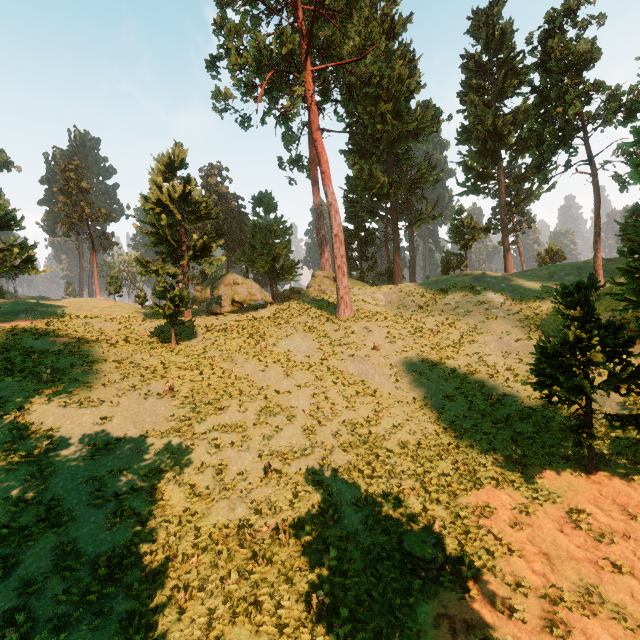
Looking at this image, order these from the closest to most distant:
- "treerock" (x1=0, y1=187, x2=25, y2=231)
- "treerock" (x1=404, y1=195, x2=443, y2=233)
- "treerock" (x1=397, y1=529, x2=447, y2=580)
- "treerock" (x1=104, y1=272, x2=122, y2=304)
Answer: "treerock" (x1=397, y1=529, x2=447, y2=580), "treerock" (x1=0, y1=187, x2=25, y2=231), "treerock" (x1=104, y1=272, x2=122, y2=304), "treerock" (x1=404, y1=195, x2=443, y2=233)

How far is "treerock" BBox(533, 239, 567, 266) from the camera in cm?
5188

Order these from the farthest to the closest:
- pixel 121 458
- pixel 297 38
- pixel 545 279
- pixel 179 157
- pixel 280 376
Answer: pixel 545 279, pixel 179 157, pixel 297 38, pixel 280 376, pixel 121 458

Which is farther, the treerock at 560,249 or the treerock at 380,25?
the treerock at 560,249

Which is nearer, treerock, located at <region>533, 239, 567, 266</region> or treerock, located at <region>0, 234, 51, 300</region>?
treerock, located at <region>0, 234, 51, 300</region>

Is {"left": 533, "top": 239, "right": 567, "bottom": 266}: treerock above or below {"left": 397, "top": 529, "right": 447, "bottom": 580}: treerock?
above

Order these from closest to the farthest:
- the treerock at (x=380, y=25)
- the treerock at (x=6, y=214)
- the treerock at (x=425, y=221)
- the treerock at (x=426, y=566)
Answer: the treerock at (x=426, y=566) → the treerock at (x=380, y=25) → the treerock at (x=6, y=214) → the treerock at (x=425, y=221)
